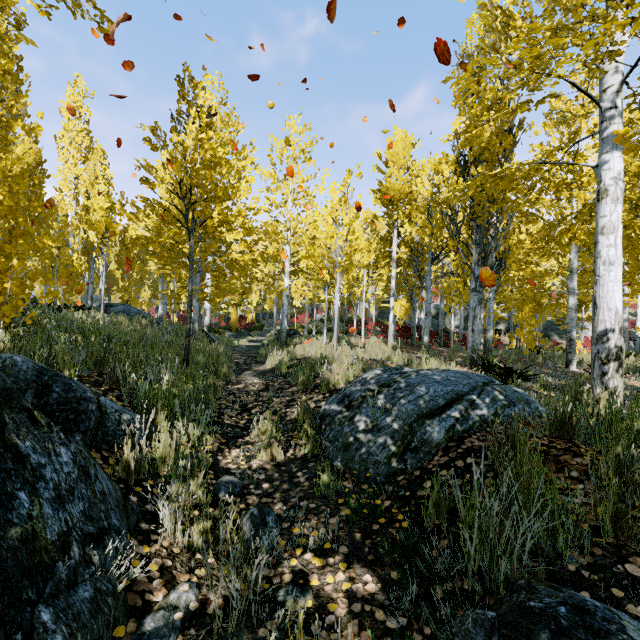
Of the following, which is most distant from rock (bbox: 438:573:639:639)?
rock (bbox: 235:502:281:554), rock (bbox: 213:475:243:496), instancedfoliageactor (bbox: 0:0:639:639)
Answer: rock (bbox: 213:475:243:496)

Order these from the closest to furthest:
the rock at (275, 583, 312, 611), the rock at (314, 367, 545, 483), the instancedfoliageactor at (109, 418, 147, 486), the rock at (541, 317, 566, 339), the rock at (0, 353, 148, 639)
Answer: the rock at (0, 353, 148, 639) → the rock at (275, 583, 312, 611) → the instancedfoliageactor at (109, 418, 147, 486) → the rock at (314, 367, 545, 483) → the rock at (541, 317, 566, 339)

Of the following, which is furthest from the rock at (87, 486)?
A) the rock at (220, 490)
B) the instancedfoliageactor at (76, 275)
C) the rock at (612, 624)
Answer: the rock at (612, 624)

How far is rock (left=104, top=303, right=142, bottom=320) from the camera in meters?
13.1 m

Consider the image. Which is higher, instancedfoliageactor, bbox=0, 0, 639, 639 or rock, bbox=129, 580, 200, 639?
instancedfoliageactor, bbox=0, 0, 639, 639

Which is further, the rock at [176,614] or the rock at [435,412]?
the rock at [435,412]

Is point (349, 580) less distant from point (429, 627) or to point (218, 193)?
point (429, 627)

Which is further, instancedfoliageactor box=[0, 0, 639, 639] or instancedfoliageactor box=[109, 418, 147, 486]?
instancedfoliageactor box=[0, 0, 639, 639]
